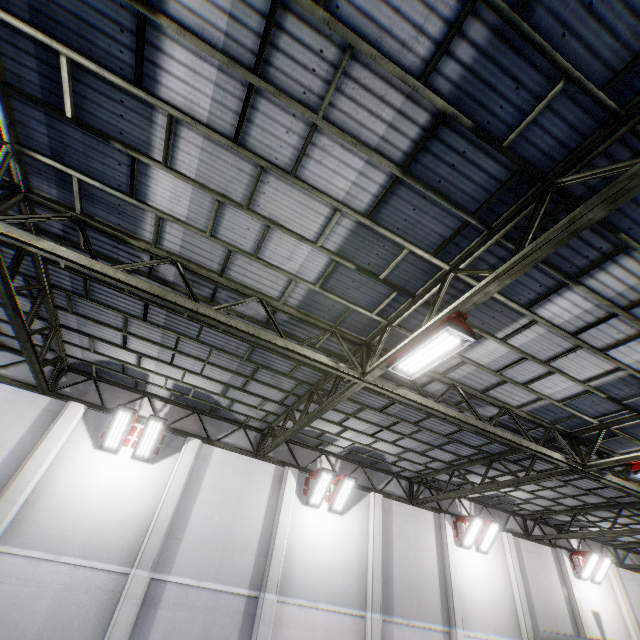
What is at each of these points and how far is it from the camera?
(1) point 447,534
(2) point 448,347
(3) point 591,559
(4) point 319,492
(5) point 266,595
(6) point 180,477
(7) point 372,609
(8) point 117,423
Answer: (1) cement column, 14.41m
(2) light, 5.44m
(3) light, 16.69m
(4) light, 12.46m
(5) cement column, 10.24m
(6) cement column, 10.91m
(7) cement column, 11.41m
(8) light, 10.46m

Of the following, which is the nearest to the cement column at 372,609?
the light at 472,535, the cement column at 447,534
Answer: the cement column at 447,534

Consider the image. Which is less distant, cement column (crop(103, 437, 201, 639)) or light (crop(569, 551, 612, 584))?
cement column (crop(103, 437, 201, 639))

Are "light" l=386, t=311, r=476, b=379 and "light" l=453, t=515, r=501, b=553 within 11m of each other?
no

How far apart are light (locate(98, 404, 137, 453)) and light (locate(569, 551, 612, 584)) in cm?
2261

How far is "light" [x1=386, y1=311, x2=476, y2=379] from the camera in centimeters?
516cm

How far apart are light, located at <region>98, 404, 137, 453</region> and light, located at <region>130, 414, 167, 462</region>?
0.08m

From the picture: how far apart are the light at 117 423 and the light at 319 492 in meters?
6.6
